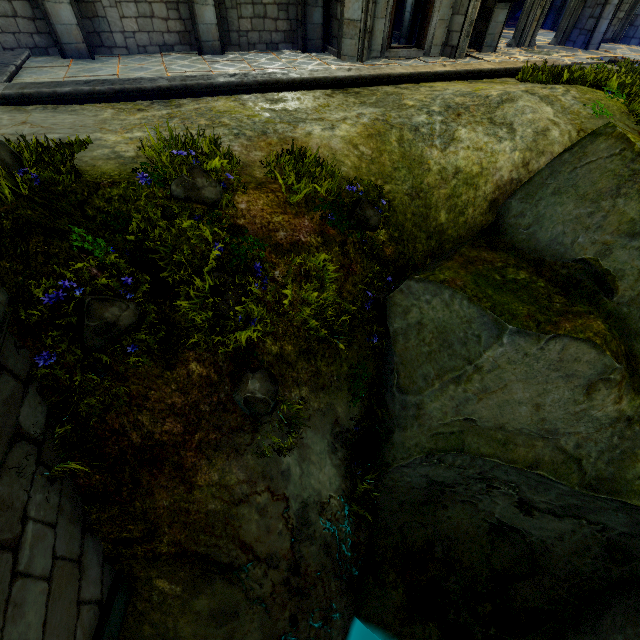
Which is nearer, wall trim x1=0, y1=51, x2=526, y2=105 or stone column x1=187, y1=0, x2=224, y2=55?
wall trim x1=0, y1=51, x2=526, y2=105

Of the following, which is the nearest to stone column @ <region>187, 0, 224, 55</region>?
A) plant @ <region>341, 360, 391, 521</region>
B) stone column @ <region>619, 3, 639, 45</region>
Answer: plant @ <region>341, 360, 391, 521</region>

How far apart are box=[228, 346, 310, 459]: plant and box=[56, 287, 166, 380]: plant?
1.4m

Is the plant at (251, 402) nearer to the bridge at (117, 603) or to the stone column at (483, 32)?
the bridge at (117, 603)

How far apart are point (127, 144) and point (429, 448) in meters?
7.2 m

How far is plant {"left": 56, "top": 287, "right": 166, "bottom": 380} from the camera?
3.5m

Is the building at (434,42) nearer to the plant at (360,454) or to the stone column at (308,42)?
the stone column at (308,42)

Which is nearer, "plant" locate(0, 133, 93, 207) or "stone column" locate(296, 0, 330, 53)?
"plant" locate(0, 133, 93, 207)
